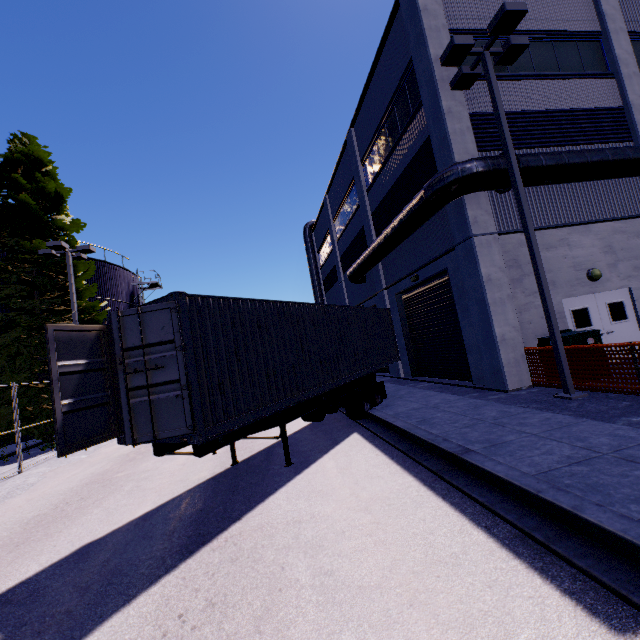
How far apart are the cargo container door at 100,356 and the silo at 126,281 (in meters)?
→ 20.42

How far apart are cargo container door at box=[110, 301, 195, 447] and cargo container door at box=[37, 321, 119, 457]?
0.9 meters

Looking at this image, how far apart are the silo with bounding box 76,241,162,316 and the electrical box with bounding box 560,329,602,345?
26.5 meters

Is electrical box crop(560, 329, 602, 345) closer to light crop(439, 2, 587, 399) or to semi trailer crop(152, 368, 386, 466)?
light crop(439, 2, 587, 399)

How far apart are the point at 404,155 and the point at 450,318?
7.41m

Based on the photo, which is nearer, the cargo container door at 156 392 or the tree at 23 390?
the cargo container door at 156 392

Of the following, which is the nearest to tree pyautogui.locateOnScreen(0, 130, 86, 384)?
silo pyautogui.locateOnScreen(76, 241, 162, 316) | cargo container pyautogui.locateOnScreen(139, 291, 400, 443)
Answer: cargo container pyautogui.locateOnScreen(139, 291, 400, 443)

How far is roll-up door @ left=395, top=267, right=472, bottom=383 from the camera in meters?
12.9
